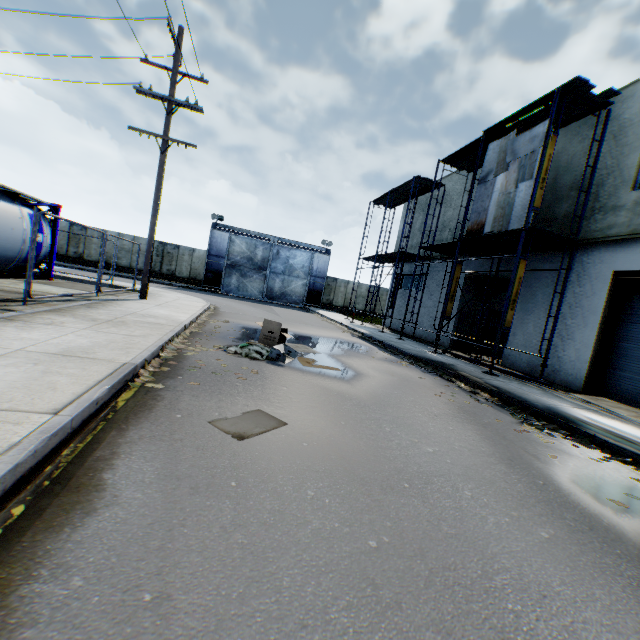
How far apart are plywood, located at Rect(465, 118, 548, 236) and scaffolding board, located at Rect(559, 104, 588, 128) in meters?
0.5

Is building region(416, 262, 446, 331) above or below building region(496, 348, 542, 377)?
above

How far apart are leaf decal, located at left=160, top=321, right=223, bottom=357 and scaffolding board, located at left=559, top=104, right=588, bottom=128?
12.4m

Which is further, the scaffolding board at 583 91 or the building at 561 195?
the building at 561 195

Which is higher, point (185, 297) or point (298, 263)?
point (298, 263)

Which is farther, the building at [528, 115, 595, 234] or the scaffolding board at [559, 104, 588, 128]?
the building at [528, 115, 595, 234]

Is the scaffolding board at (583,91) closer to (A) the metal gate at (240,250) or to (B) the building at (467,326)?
(B) the building at (467,326)

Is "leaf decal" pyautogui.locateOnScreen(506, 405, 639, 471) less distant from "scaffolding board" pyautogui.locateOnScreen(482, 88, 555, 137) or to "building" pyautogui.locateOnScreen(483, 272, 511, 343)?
"building" pyautogui.locateOnScreen(483, 272, 511, 343)
